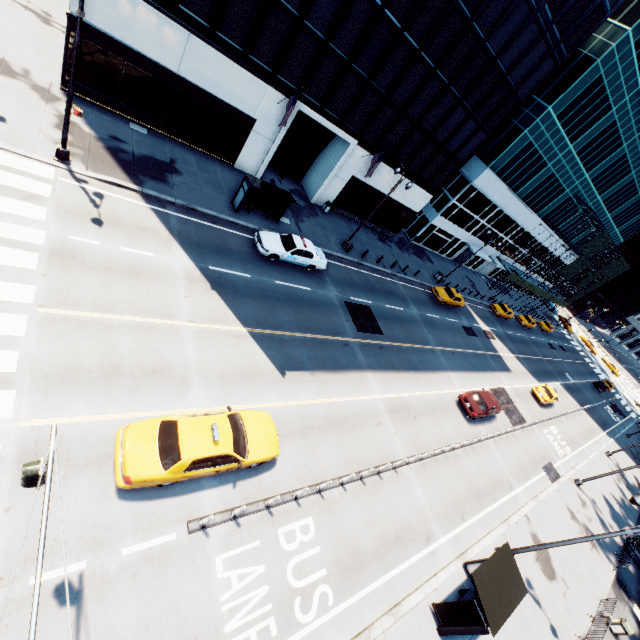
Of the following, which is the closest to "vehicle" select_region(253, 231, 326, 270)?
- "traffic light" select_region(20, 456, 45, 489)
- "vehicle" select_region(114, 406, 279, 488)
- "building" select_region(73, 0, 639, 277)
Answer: "building" select_region(73, 0, 639, 277)

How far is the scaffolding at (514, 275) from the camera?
48.38m

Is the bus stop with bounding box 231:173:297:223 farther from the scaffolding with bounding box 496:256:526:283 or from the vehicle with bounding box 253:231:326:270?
the scaffolding with bounding box 496:256:526:283

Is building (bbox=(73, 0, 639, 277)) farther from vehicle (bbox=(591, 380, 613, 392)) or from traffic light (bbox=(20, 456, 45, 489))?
vehicle (bbox=(591, 380, 613, 392))

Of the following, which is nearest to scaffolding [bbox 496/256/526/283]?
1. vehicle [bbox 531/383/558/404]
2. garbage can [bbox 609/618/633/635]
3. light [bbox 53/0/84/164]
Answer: vehicle [bbox 531/383/558/404]

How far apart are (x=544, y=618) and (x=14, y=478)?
22.6 meters

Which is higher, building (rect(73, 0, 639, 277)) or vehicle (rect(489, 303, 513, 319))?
building (rect(73, 0, 639, 277))

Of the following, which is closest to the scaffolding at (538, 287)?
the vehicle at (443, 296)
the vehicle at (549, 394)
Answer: the vehicle at (443, 296)
